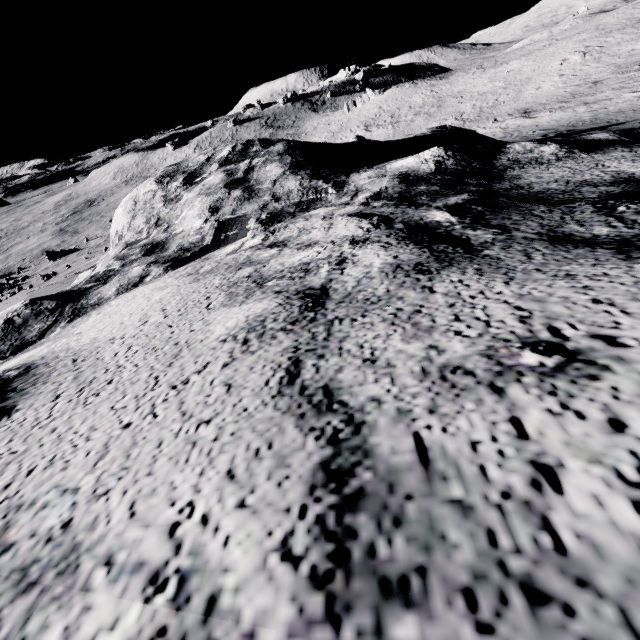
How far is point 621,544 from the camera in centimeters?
51cm
